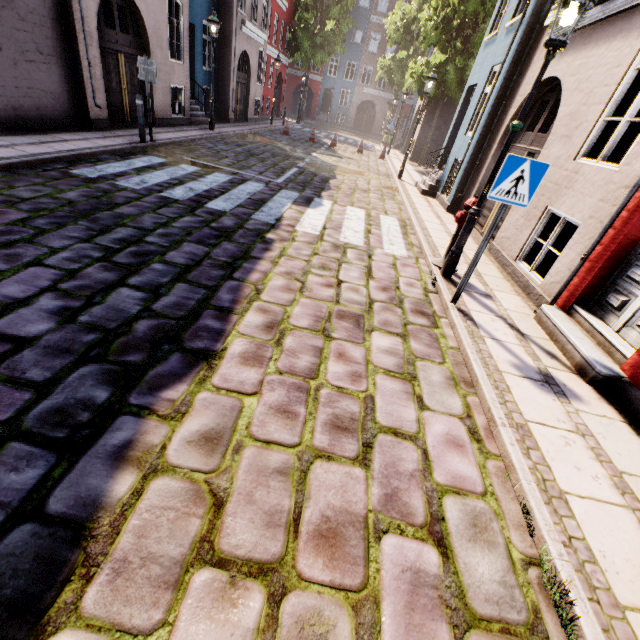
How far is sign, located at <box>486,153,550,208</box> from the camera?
3.54m

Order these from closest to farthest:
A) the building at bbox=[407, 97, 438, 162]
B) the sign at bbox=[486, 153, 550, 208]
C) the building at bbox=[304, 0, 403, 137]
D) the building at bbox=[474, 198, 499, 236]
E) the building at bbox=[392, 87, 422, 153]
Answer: the sign at bbox=[486, 153, 550, 208] < the building at bbox=[474, 198, 499, 236] < the building at bbox=[407, 97, 438, 162] < the building at bbox=[392, 87, 422, 153] < the building at bbox=[304, 0, 403, 137]

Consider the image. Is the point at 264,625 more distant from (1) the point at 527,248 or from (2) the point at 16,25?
(2) the point at 16,25

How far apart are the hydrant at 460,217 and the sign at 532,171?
1.5m

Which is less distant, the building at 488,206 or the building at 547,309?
the building at 547,309

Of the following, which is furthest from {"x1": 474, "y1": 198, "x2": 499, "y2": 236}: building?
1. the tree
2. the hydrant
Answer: the tree

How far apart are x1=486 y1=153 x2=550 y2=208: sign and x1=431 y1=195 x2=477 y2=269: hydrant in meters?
1.5 m

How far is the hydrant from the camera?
5.2m
